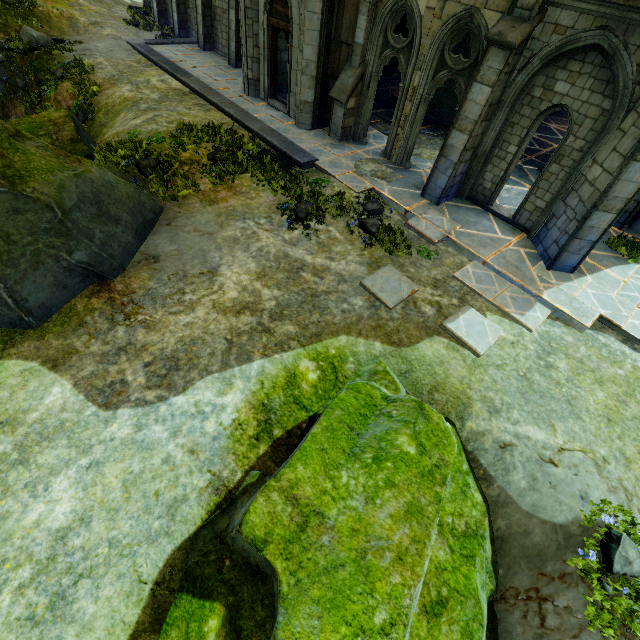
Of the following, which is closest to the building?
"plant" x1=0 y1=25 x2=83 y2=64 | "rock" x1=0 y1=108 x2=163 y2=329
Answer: "rock" x1=0 y1=108 x2=163 y2=329

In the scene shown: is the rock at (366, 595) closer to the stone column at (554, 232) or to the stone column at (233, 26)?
the stone column at (554, 232)

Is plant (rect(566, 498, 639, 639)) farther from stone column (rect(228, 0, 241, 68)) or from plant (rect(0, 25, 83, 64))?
plant (rect(0, 25, 83, 64))

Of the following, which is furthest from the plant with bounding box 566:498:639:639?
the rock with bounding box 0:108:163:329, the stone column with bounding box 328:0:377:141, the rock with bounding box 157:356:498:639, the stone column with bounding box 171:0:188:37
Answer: the stone column with bounding box 171:0:188:37

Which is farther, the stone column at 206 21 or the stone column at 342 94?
the stone column at 206 21

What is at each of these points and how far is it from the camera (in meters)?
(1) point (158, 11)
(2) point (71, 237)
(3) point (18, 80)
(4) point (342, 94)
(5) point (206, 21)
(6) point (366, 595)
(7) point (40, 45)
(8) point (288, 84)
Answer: (1) stone column, 20.56
(2) rock, 6.27
(3) plant, 14.35
(4) stone column, 11.05
(5) stone column, 17.55
(6) rock, 2.91
(7) plant, 14.41
(8) building, 12.72

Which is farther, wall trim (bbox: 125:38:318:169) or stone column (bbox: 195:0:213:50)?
stone column (bbox: 195:0:213:50)

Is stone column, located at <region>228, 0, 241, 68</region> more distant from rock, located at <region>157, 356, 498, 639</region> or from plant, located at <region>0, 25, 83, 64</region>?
rock, located at <region>157, 356, 498, 639</region>
